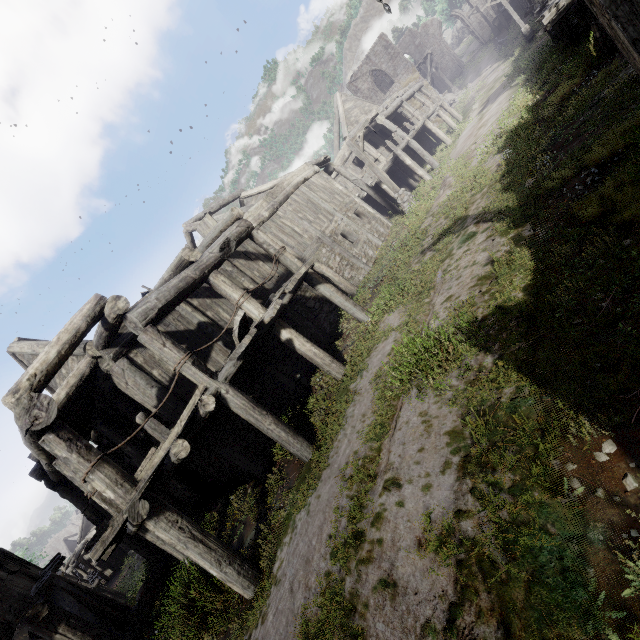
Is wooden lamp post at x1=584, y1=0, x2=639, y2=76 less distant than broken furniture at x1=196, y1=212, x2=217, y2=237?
Yes

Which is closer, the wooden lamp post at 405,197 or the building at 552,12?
the building at 552,12

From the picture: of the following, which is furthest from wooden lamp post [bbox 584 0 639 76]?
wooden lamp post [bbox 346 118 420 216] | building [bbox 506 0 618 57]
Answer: wooden lamp post [bbox 346 118 420 216]

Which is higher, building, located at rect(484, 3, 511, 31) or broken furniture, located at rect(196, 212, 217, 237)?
broken furniture, located at rect(196, 212, 217, 237)

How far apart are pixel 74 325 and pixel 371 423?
6.0 meters

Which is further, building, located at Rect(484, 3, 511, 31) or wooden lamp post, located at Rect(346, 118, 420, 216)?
building, located at Rect(484, 3, 511, 31)

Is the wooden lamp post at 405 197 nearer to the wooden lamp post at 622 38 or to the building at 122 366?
the building at 122 366

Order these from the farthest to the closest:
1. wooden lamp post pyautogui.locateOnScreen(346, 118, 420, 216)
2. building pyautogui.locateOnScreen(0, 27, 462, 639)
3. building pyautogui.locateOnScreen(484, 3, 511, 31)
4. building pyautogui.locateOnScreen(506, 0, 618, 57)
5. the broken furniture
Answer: building pyautogui.locateOnScreen(484, 3, 511, 31), wooden lamp post pyautogui.locateOnScreen(346, 118, 420, 216), the broken furniture, building pyautogui.locateOnScreen(506, 0, 618, 57), building pyautogui.locateOnScreen(0, 27, 462, 639)
